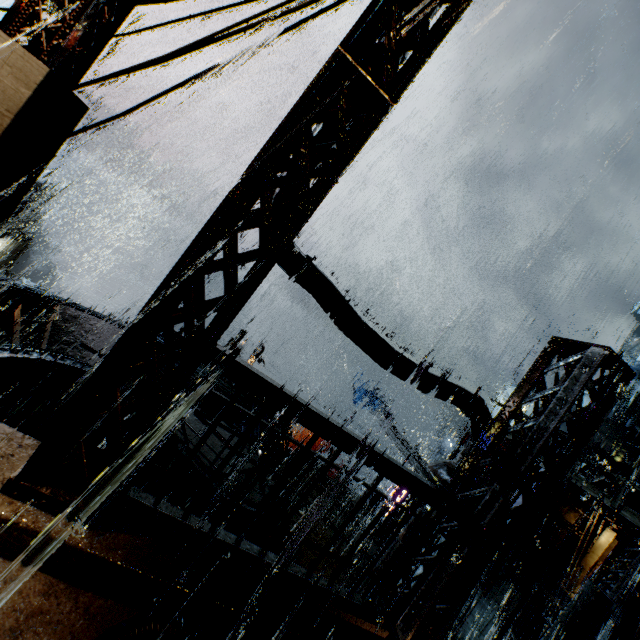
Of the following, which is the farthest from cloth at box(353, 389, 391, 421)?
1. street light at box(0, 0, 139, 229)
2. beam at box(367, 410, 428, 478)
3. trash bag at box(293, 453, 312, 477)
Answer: street light at box(0, 0, 139, 229)

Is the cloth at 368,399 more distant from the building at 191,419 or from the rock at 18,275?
the rock at 18,275

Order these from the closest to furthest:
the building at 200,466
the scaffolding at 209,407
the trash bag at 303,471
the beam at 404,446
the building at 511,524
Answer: the building at 511,524 → the scaffolding at 209,407 → the building at 200,466 → the trash bag at 303,471 → the beam at 404,446

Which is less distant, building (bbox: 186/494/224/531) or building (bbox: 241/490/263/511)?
building (bbox: 186/494/224/531)

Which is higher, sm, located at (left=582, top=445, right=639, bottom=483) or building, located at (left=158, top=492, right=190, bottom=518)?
sm, located at (left=582, top=445, right=639, bottom=483)

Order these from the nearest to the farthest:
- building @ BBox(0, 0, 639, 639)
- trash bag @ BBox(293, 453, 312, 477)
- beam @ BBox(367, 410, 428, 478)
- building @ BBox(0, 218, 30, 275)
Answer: building @ BBox(0, 0, 639, 639), trash bag @ BBox(293, 453, 312, 477), beam @ BBox(367, 410, 428, 478), building @ BBox(0, 218, 30, 275)

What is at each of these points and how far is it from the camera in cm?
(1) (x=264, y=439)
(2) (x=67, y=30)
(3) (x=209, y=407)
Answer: (1) scaffolding, 609
(2) street light, 230
(3) scaffolding, 537

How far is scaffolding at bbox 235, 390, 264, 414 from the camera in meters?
6.4
